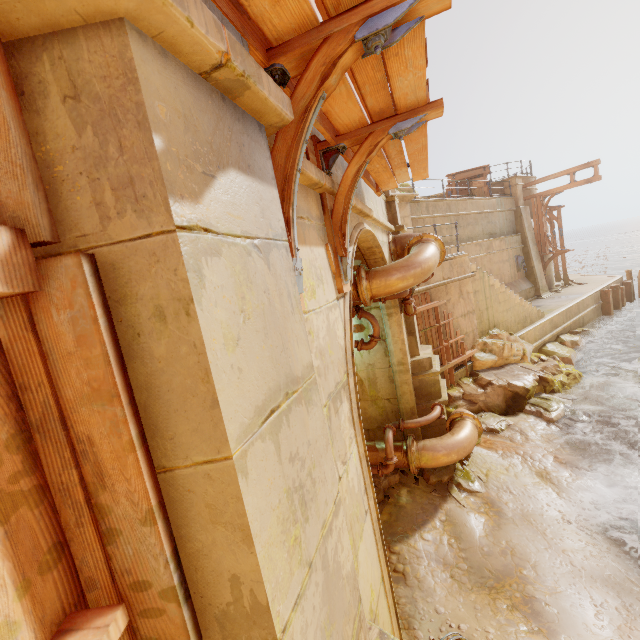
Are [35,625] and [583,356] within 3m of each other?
no

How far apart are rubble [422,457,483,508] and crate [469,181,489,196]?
15.3m

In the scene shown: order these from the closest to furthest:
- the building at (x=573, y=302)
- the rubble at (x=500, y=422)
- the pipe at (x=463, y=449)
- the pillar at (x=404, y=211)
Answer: the pipe at (x=463, y=449)
the rubble at (x=500, y=422)
the pillar at (x=404, y=211)
the building at (x=573, y=302)

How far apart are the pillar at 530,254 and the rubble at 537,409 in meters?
9.9

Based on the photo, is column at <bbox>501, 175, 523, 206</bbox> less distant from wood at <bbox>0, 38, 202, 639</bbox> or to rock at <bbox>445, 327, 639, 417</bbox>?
rock at <bbox>445, 327, 639, 417</bbox>

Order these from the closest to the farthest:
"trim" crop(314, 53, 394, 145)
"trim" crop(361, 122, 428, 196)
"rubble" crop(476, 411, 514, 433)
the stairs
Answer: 1. "trim" crop(314, 53, 394, 145)
2. "trim" crop(361, 122, 428, 196)
3. "rubble" crop(476, 411, 514, 433)
4. the stairs

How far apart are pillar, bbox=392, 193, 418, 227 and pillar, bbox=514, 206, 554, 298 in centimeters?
961cm

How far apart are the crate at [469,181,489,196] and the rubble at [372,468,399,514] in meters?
16.7
